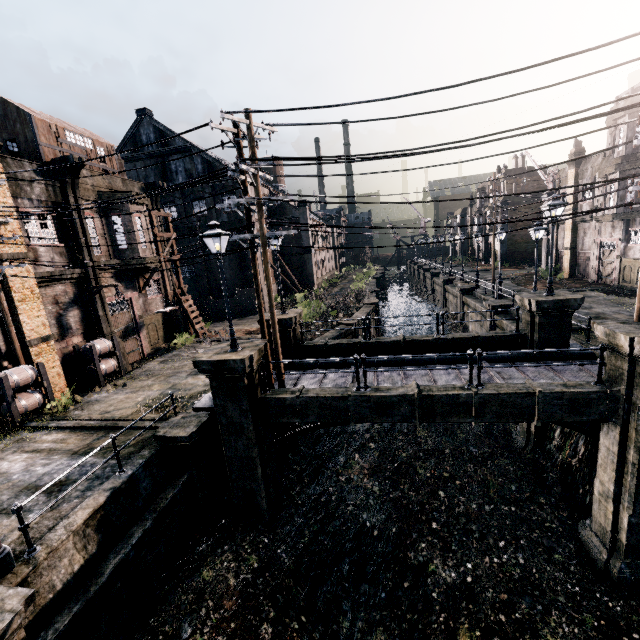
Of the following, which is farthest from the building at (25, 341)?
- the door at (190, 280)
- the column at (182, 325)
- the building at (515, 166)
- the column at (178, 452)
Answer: the building at (515, 166)

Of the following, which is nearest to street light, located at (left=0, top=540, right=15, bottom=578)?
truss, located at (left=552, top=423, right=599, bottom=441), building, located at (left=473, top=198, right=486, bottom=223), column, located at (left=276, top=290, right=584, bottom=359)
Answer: column, located at (left=276, top=290, right=584, bottom=359)

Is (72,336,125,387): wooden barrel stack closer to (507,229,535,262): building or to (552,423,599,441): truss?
(552,423,599,441): truss

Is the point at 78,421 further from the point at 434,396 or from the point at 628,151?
the point at 628,151

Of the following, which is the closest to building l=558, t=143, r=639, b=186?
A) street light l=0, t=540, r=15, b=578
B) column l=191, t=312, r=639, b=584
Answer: column l=191, t=312, r=639, b=584

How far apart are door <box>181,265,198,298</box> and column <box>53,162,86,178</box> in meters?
20.4 m

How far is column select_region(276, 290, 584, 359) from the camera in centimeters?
1419cm

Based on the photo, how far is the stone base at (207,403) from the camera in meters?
12.4
